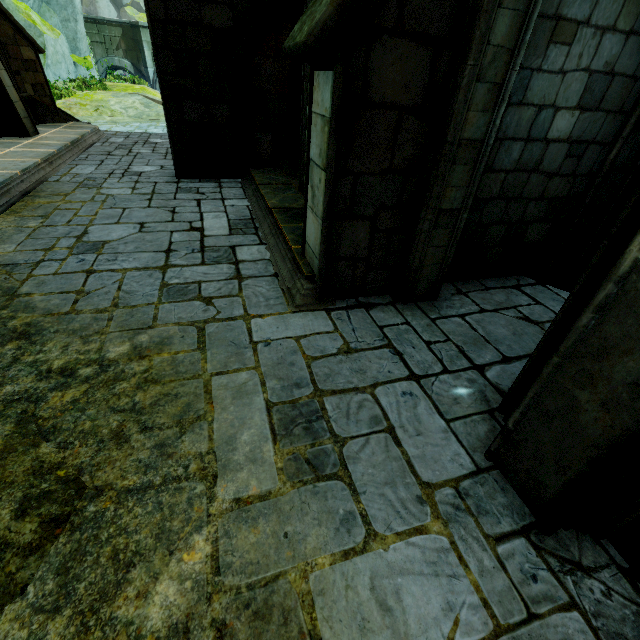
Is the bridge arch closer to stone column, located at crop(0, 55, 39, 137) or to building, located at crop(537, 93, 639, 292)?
building, located at crop(537, 93, 639, 292)

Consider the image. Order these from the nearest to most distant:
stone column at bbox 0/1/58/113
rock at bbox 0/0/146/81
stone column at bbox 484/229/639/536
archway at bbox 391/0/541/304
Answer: stone column at bbox 484/229/639/536
archway at bbox 391/0/541/304
stone column at bbox 0/1/58/113
rock at bbox 0/0/146/81

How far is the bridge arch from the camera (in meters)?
25.95

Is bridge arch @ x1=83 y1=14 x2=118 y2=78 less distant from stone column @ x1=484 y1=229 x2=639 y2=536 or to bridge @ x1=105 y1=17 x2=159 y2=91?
bridge @ x1=105 y1=17 x2=159 y2=91

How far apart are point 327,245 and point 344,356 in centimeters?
123cm

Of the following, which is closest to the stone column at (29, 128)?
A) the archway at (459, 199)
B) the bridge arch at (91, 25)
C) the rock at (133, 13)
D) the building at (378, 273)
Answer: the building at (378, 273)

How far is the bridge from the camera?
26.5m

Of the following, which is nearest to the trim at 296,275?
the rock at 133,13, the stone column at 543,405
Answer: the stone column at 543,405
